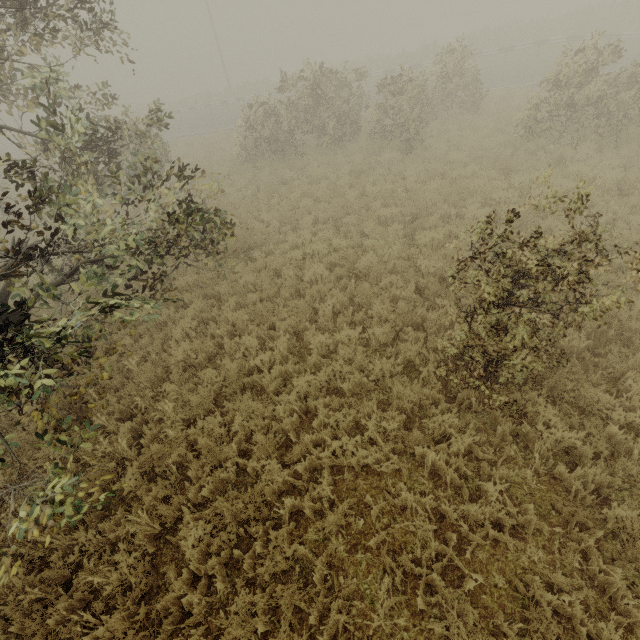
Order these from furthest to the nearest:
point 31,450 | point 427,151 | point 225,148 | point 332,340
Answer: point 225,148, point 427,151, point 332,340, point 31,450

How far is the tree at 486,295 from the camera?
3.3m

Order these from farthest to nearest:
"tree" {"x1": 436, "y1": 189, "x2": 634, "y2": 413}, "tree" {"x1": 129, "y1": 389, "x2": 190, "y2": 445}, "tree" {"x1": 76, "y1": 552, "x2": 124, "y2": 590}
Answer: "tree" {"x1": 129, "y1": 389, "x2": 190, "y2": 445} < "tree" {"x1": 76, "y1": 552, "x2": 124, "y2": 590} < "tree" {"x1": 436, "y1": 189, "x2": 634, "y2": 413}

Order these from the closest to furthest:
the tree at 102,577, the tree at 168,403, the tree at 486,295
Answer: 1. the tree at 486,295
2. the tree at 102,577
3. the tree at 168,403

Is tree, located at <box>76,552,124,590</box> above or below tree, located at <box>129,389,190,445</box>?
below

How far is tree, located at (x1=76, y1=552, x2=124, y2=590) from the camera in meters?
3.9
